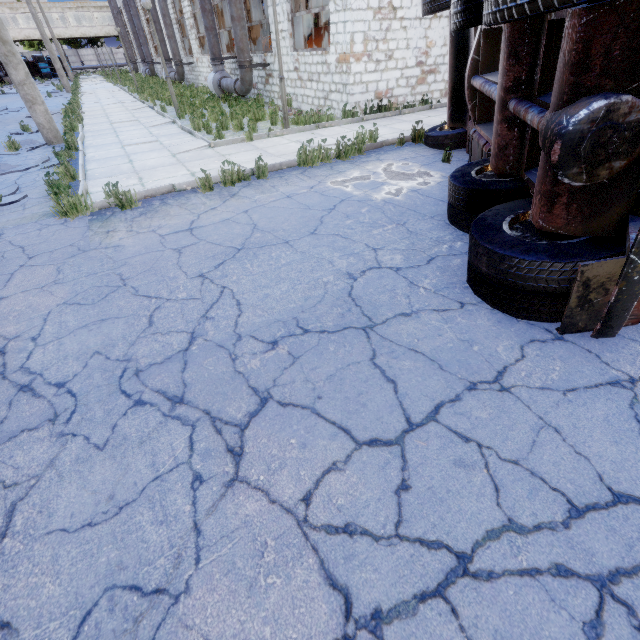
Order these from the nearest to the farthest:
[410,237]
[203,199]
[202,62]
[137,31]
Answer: [410,237]
[203,199]
[202,62]
[137,31]

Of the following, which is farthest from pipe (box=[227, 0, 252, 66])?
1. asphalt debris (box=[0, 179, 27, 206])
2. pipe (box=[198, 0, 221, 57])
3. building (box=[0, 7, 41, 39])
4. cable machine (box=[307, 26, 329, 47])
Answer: building (box=[0, 7, 41, 39])

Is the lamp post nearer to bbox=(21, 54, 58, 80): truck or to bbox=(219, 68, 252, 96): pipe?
bbox=(219, 68, 252, 96): pipe

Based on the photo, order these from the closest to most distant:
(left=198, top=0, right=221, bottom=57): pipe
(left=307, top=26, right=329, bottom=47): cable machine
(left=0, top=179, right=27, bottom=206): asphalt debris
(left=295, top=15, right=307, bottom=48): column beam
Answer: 1. (left=0, top=179, right=27, bottom=206): asphalt debris
2. (left=295, top=15, right=307, bottom=48): column beam
3. (left=307, top=26, right=329, bottom=47): cable machine
4. (left=198, top=0, right=221, bottom=57): pipe

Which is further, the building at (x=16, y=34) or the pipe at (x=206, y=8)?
the building at (x=16, y=34)

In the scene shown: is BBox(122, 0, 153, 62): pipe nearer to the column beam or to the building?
the building

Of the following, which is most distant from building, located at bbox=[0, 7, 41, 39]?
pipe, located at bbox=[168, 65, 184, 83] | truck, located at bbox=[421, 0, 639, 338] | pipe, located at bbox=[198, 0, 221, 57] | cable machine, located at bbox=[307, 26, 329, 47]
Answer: truck, located at bbox=[421, 0, 639, 338]

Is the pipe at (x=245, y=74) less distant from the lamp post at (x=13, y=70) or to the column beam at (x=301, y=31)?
the column beam at (x=301, y=31)
